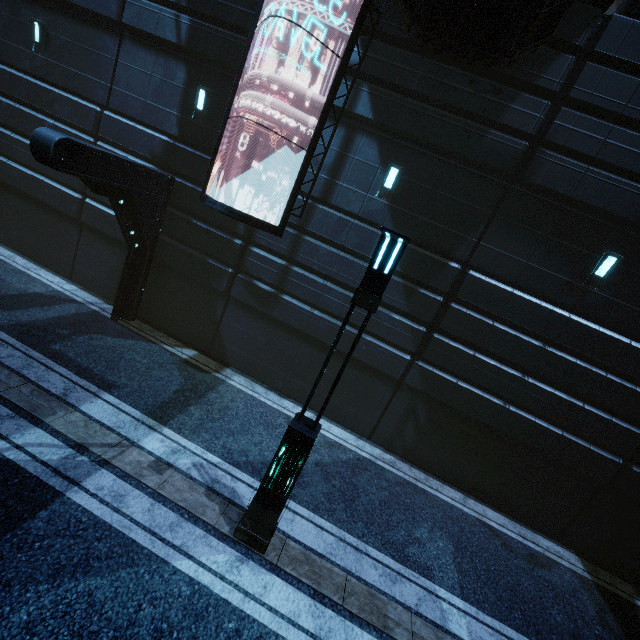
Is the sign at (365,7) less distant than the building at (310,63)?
Yes

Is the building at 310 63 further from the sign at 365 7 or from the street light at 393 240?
the street light at 393 240

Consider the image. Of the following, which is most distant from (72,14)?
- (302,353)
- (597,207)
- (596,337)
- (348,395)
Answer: (596,337)

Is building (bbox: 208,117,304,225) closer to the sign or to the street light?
the sign

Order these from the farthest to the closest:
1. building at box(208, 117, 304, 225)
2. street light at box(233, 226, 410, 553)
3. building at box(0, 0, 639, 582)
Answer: building at box(208, 117, 304, 225) → building at box(0, 0, 639, 582) → street light at box(233, 226, 410, 553)

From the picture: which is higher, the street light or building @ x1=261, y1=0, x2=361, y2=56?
building @ x1=261, y1=0, x2=361, y2=56
